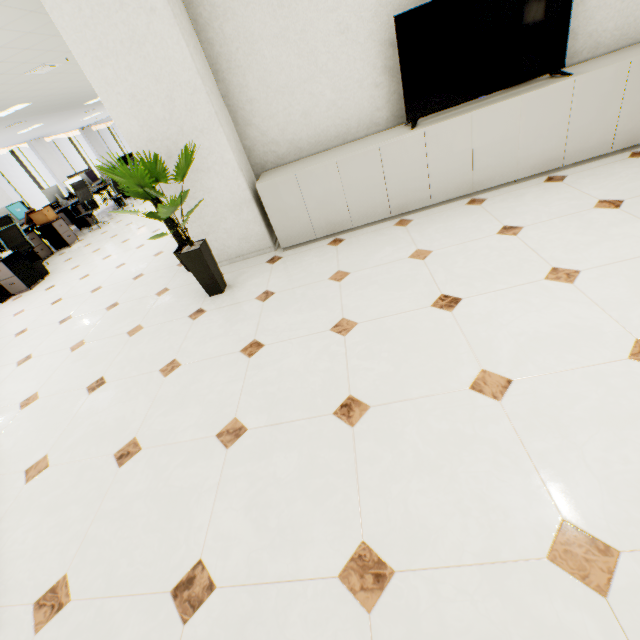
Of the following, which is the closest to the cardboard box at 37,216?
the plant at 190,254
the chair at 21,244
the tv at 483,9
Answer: the chair at 21,244

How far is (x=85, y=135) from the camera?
18.1m

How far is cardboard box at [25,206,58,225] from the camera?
7.6m

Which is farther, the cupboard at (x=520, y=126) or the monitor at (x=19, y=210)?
A: the monitor at (x=19, y=210)

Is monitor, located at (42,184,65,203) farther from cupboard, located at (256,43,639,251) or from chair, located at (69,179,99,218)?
cupboard, located at (256,43,639,251)

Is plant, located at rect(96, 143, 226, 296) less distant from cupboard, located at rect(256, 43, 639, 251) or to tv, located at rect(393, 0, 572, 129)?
cupboard, located at rect(256, 43, 639, 251)

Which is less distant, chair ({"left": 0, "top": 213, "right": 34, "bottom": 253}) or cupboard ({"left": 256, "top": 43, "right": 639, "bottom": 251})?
cupboard ({"left": 256, "top": 43, "right": 639, "bottom": 251})

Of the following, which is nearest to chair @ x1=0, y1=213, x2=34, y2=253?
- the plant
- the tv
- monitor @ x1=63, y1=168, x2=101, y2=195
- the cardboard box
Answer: the cardboard box
